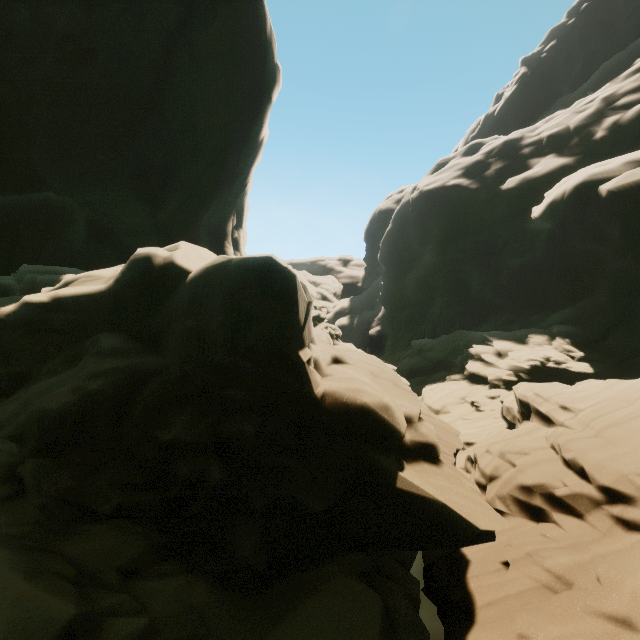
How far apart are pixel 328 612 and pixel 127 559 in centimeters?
334cm
